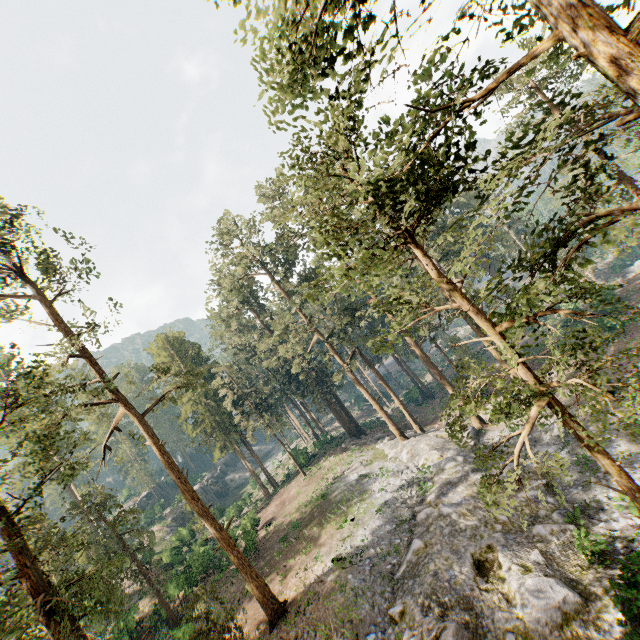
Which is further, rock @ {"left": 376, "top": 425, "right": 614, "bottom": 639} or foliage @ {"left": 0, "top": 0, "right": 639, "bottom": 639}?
rock @ {"left": 376, "top": 425, "right": 614, "bottom": 639}

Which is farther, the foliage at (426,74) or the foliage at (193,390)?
the foliage at (193,390)

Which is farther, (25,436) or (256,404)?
(256,404)

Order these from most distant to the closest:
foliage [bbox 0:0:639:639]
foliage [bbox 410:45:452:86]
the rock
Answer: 1. the rock
2. foliage [bbox 0:0:639:639]
3. foliage [bbox 410:45:452:86]

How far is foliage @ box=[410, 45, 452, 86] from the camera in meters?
6.1 m

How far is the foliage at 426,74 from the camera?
6.1m

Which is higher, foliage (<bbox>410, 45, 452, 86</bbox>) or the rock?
foliage (<bbox>410, 45, 452, 86</bbox>)
